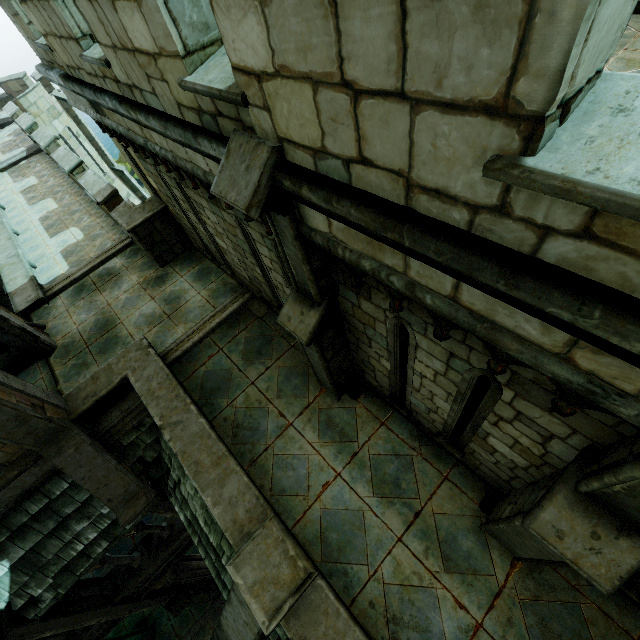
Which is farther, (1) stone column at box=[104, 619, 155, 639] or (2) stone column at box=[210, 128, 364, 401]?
(1) stone column at box=[104, 619, 155, 639]

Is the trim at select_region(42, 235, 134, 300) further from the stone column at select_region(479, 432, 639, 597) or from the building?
the stone column at select_region(479, 432, 639, 597)

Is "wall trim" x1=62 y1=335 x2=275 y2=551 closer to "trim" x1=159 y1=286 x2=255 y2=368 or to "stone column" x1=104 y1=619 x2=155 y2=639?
"trim" x1=159 y1=286 x2=255 y2=368

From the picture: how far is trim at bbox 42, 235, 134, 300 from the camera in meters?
10.0

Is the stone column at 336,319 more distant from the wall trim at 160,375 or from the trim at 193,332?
the trim at 193,332

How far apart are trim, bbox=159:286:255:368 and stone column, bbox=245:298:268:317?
0.06m

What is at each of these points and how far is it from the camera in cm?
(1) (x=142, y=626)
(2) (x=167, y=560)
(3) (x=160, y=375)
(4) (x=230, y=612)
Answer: (1) stone column, 1295
(2) building, 954
(3) wall trim, 668
(4) stone column, 475

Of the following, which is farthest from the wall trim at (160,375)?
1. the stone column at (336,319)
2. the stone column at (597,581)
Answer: the stone column at (597,581)
